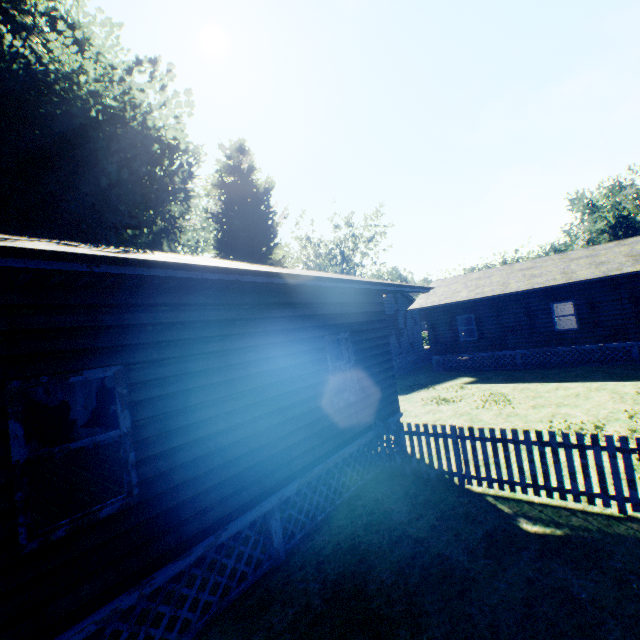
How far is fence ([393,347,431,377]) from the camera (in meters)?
22.09

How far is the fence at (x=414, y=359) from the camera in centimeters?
2209cm

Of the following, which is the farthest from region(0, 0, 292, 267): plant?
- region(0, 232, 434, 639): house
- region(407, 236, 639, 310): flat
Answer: region(407, 236, 639, 310): flat

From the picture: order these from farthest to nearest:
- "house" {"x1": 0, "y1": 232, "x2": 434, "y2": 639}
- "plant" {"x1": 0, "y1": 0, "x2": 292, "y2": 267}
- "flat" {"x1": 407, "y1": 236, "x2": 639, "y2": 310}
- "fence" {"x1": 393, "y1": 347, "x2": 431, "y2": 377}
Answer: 1. "fence" {"x1": 393, "y1": 347, "x2": 431, "y2": 377}
2. "flat" {"x1": 407, "y1": 236, "x2": 639, "y2": 310}
3. "plant" {"x1": 0, "y1": 0, "x2": 292, "y2": 267}
4. "house" {"x1": 0, "y1": 232, "x2": 434, "y2": 639}

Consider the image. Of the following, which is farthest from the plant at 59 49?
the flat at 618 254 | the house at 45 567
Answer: the flat at 618 254

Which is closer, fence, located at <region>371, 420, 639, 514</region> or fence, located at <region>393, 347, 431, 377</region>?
fence, located at <region>371, 420, 639, 514</region>

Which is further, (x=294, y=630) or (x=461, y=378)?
(x=461, y=378)

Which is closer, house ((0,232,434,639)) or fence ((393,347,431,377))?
house ((0,232,434,639))
